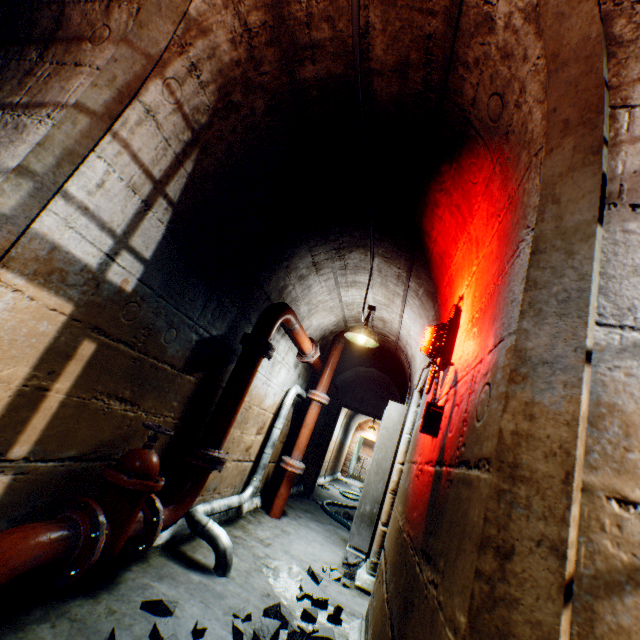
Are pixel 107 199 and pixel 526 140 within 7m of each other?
yes

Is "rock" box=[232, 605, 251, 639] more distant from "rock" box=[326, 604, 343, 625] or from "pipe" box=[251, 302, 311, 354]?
"pipe" box=[251, 302, 311, 354]

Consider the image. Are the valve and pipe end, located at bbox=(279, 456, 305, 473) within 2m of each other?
no

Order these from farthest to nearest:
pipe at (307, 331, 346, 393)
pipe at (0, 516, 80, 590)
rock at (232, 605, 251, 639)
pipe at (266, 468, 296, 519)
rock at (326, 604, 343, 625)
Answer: pipe at (307, 331, 346, 393), pipe at (266, 468, 296, 519), rock at (326, 604, 343, 625), rock at (232, 605, 251, 639), pipe at (0, 516, 80, 590)

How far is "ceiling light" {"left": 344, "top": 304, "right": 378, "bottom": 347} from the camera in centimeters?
411cm

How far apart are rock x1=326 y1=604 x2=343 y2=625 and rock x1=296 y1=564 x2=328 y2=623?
0.1 meters

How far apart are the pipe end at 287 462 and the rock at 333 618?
2.3m

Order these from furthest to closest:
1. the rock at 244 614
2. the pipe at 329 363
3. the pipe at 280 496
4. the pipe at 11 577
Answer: the pipe at 329 363 < the pipe at 280 496 < the rock at 244 614 < the pipe at 11 577
